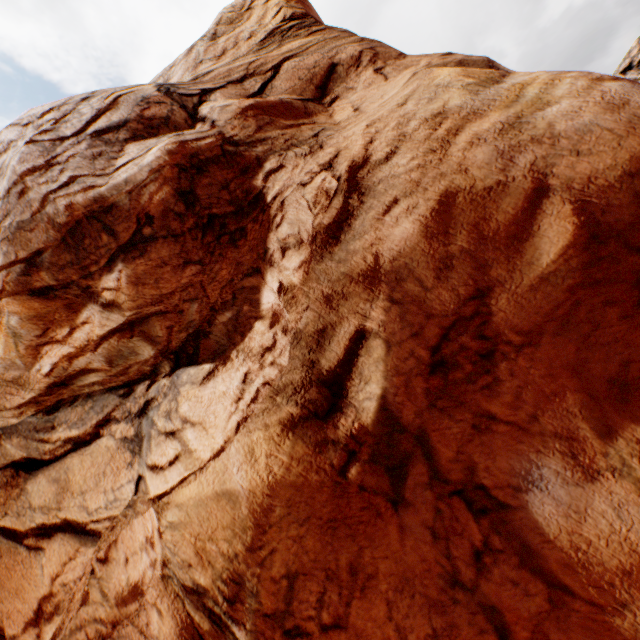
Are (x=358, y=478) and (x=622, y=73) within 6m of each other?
no
